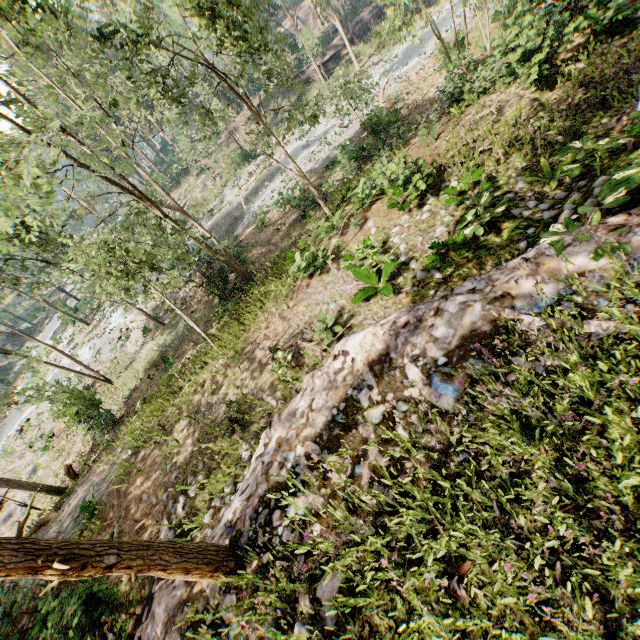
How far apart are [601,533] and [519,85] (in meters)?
13.42

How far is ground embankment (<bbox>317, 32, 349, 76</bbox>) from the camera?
41.3 meters

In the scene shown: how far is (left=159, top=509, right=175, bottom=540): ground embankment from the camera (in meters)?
7.84

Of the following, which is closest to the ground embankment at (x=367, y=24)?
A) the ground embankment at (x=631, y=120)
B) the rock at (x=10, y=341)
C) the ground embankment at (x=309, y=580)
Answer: the ground embankment at (x=631, y=120)

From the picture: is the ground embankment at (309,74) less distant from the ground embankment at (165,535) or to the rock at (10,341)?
the ground embankment at (165,535)

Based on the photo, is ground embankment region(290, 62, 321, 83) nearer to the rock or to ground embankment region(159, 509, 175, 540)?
ground embankment region(159, 509, 175, 540)

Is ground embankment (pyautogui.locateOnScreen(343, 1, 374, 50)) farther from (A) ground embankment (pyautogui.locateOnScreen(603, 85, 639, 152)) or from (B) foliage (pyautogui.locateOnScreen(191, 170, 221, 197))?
(A) ground embankment (pyautogui.locateOnScreen(603, 85, 639, 152))

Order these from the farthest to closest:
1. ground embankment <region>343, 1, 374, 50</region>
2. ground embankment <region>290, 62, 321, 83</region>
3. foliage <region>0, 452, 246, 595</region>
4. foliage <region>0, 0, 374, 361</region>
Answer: ground embankment <region>290, 62, 321, 83</region> → ground embankment <region>343, 1, 374, 50</region> → foliage <region>0, 0, 374, 361</region> → foliage <region>0, 452, 246, 595</region>
